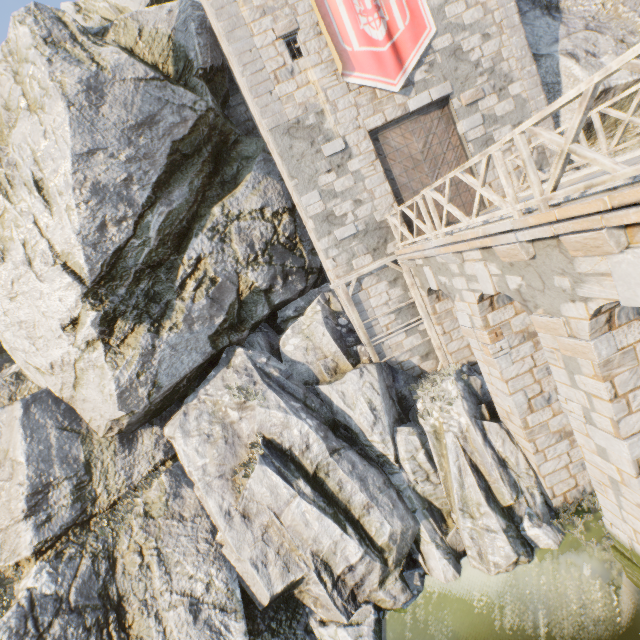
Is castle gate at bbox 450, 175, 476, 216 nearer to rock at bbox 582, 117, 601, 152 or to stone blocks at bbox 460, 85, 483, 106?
stone blocks at bbox 460, 85, 483, 106

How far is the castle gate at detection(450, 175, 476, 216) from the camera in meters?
11.2 m

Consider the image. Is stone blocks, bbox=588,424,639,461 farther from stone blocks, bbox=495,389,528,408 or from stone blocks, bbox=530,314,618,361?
stone blocks, bbox=495,389,528,408

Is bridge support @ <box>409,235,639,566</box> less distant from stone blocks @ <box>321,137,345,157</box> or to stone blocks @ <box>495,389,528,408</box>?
stone blocks @ <box>495,389,528,408</box>

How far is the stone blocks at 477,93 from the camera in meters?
10.5 m

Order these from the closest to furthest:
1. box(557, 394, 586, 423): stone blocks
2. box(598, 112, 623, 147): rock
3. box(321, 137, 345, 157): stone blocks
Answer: box(557, 394, 586, 423): stone blocks
box(321, 137, 345, 157): stone blocks
box(598, 112, 623, 147): rock

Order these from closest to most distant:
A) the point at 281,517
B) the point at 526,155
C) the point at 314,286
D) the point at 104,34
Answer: the point at 526,155 < the point at 281,517 < the point at 104,34 < the point at 314,286

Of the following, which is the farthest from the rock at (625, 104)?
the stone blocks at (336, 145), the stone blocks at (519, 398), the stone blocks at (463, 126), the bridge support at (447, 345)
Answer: the stone blocks at (463, 126)
